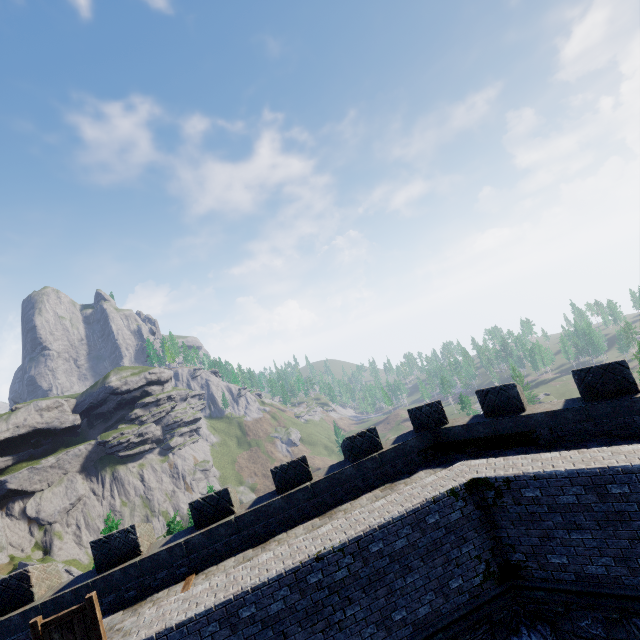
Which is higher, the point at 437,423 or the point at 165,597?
the point at 437,423

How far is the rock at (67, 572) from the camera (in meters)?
54.25

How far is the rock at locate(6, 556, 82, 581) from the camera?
54.2 meters
